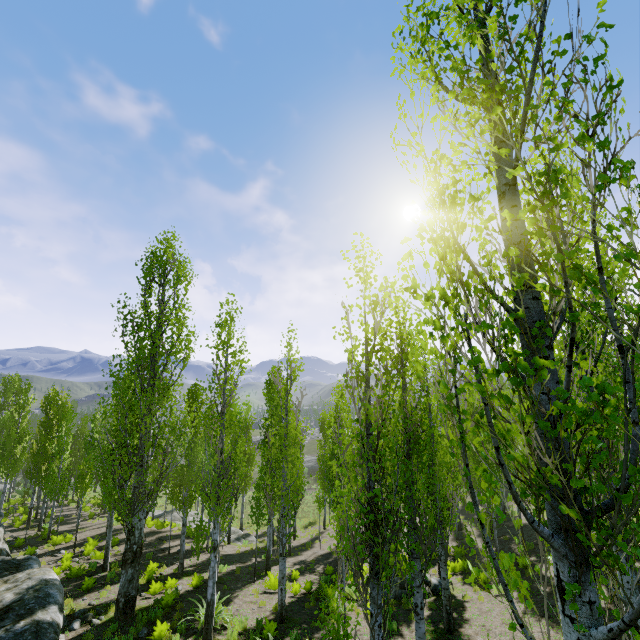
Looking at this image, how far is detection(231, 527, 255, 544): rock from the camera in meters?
25.4 m

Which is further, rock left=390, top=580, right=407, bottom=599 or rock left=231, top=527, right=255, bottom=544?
rock left=231, top=527, right=255, bottom=544

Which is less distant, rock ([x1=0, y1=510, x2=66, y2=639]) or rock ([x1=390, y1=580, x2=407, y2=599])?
rock ([x1=0, y1=510, x2=66, y2=639])

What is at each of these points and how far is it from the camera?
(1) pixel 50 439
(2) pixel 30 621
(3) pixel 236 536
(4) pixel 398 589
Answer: (1) instancedfoliageactor, 24.56m
(2) rock, 9.39m
(3) rock, 26.23m
(4) rock, 14.73m

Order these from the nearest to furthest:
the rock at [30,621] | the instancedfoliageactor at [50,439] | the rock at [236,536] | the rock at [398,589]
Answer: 1. the instancedfoliageactor at [50,439]
2. the rock at [30,621]
3. the rock at [398,589]
4. the rock at [236,536]

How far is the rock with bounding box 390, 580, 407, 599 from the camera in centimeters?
1427cm

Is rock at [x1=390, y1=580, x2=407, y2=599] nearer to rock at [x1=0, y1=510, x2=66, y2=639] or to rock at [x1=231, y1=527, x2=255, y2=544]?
rock at [x1=0, y1=510, x2=66, y2=639]

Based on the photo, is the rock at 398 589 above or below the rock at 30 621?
below
